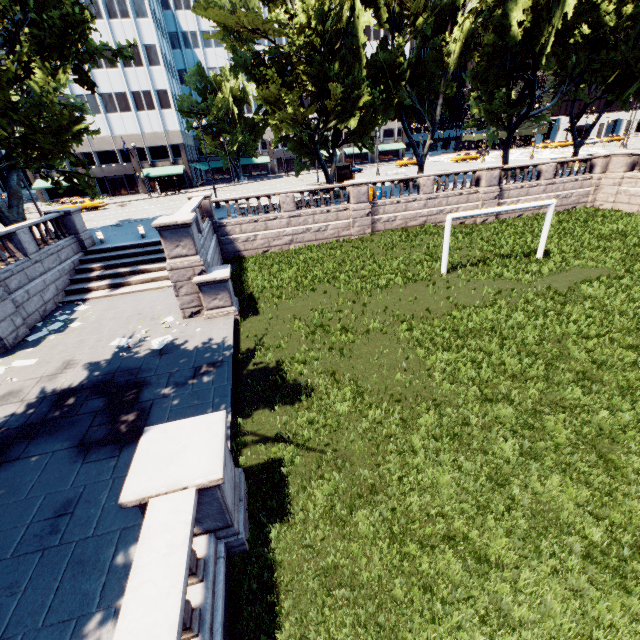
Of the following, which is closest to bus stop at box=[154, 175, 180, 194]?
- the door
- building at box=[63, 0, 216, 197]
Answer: building at box=[63, 0, 216, 197]

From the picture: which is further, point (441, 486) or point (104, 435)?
point (104, 435)

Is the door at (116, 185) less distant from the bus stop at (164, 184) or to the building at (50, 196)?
the building at (50, 196)

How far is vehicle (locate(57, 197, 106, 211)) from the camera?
39.3m

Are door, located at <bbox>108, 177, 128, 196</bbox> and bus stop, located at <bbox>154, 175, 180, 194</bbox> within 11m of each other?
yes

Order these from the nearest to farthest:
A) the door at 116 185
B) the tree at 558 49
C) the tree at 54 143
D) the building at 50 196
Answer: the tree at 54 143
the tree at 558 49
the building at 50 196
the door at 116 185

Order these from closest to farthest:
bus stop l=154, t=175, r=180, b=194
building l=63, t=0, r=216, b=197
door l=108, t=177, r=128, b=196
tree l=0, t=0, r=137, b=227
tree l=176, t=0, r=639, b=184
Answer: tree l=0, t=0, r=137, b=227, tree l=176, t=0, r=639, b=184, building l=63, t=0, r=216, b=197, bus stop l=154, t=175, r=180, b=194, door l=108, t=177, r=128, b=196

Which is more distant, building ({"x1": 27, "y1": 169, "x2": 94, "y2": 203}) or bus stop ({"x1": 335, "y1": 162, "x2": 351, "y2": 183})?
building ({"x1": 27, "y1": 169, "x2": 94, "y2": 203})
